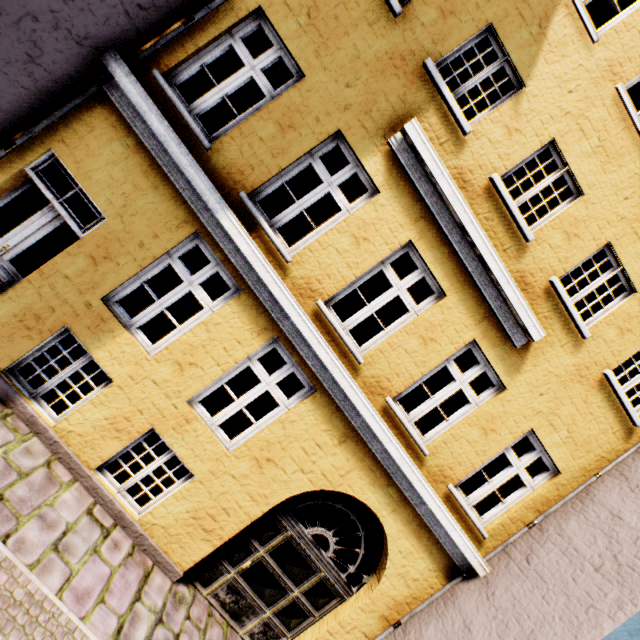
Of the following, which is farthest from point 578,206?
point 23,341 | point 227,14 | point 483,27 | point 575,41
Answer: point 23,341
